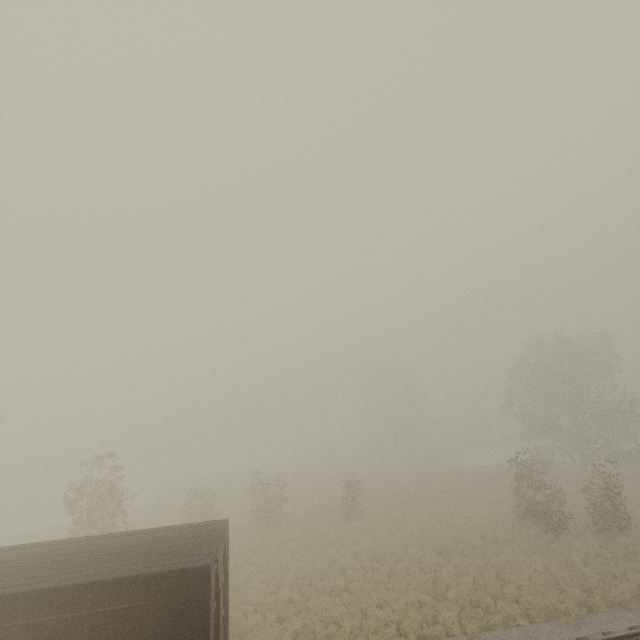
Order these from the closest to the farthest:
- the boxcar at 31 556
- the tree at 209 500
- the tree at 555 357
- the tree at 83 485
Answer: the boxcar at 31 556 → the tree at 83 485 → the tree at 555 357 → the tree at 209 500

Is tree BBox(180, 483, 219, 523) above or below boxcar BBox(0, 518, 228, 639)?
below

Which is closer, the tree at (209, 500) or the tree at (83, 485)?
the tree at (83, 485)

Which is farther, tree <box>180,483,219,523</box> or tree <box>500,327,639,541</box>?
tree <box>180,483,219,523</box>

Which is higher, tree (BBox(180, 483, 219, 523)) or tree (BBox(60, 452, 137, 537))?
tree (BBox(60, 452, 137, 537))

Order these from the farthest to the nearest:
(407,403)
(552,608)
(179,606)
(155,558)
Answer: (407,403), (552,608), (155,558), (179,606)

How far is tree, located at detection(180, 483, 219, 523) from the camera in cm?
2611

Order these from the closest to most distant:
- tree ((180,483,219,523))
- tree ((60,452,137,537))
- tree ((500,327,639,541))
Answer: tree ((60,452,137,537)), tree ((500,327,639,541)), tree ((180,483,219,523))
